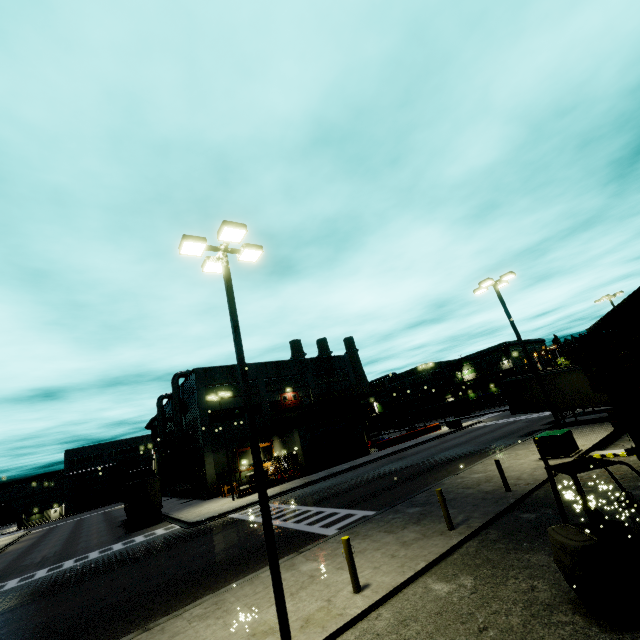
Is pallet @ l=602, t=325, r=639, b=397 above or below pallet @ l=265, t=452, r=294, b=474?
above

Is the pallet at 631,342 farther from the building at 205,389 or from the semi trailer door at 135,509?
the semi trailer door at 135,509

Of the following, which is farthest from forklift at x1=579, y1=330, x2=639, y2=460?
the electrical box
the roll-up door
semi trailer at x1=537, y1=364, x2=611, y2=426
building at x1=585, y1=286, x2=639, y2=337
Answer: the electrical box

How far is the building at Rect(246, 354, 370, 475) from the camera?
35.81m

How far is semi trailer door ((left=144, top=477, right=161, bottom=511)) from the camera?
29.1m

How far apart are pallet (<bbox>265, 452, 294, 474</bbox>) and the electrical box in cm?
2542

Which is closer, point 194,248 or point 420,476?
point 194,248

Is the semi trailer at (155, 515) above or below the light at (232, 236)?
below
